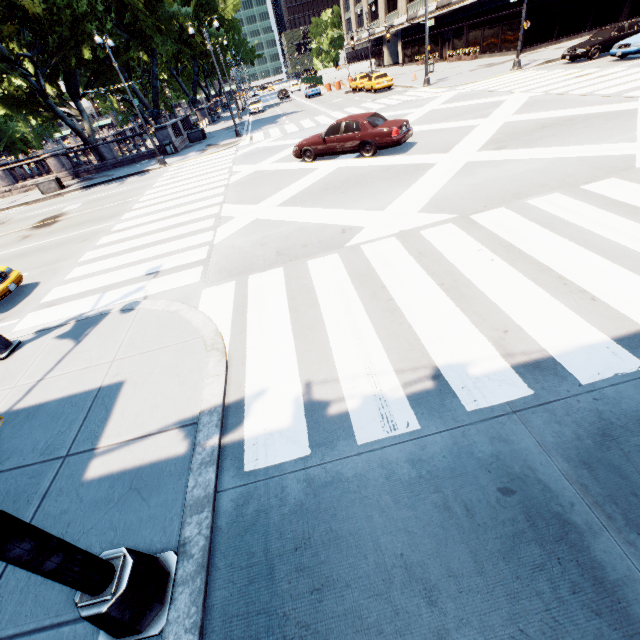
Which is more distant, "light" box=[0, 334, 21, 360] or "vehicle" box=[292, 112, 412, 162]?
"vehicle" box=[292, 112, 412, 162]

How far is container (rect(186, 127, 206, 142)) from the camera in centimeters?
3019cm

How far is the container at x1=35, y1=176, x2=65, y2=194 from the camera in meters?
23.7

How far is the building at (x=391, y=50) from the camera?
46.7 meters

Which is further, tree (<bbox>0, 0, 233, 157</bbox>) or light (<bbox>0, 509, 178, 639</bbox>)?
tree (<bbox>0, 0, 233, 157</bbox>)

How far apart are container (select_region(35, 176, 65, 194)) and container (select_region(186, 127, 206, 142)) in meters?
11.4 m

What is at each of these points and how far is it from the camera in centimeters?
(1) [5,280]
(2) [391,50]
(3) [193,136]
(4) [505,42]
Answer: (1) vehicle, 910cm
(2) building, 5897cm
(3) container, 3039cm
(4) building, 3164cm

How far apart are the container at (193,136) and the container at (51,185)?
11.45m
